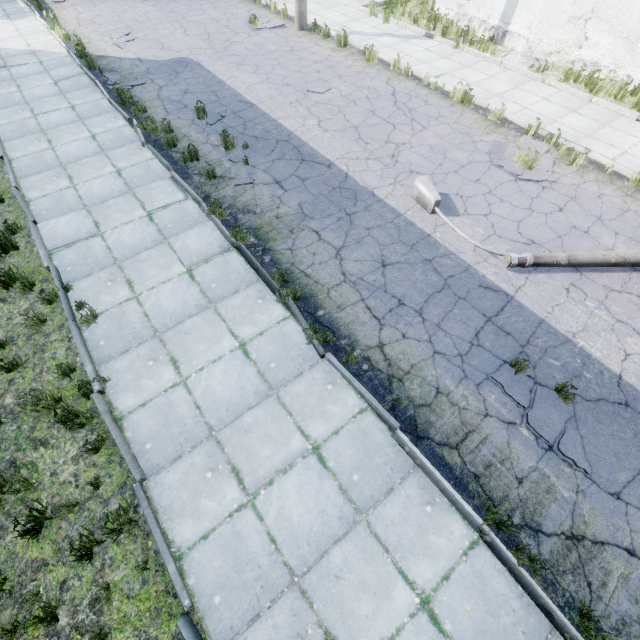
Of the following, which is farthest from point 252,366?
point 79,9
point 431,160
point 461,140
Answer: point 79,9

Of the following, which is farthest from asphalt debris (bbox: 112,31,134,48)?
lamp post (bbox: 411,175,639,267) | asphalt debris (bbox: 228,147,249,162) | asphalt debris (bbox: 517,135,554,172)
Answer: asphalt debris (bbox: 517,135,554,172)

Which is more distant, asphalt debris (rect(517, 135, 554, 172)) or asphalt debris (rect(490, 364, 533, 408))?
asphalt debris (rect(517, 135, 554, 172))

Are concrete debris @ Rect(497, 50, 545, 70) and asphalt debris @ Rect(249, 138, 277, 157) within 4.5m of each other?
no

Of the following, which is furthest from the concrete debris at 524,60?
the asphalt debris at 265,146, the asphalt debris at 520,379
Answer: the asphalt debris at 520,379

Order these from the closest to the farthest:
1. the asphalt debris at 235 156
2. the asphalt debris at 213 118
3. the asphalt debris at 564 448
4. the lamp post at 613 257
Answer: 1. the asphalt debris at 564 448
2. the lamp post at 613 257
3. the asphalt debris at 235 156
4. the asphalt debris at 213 118

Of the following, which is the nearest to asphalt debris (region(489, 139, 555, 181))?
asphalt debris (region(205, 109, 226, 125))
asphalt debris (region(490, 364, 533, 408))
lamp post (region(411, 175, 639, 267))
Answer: lamp post (region(411, 175, 639, 267))

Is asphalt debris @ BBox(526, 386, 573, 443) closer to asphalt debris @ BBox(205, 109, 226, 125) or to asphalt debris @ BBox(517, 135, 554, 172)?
asphalt debris @ BBox(517, 135, 554, 172)
